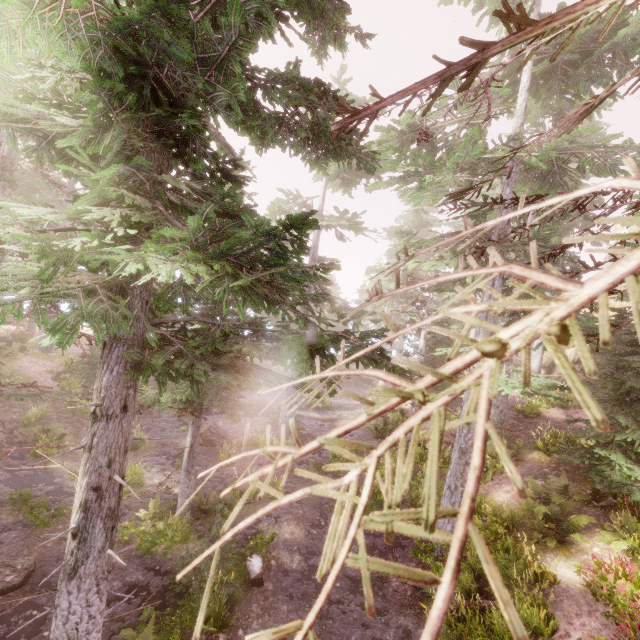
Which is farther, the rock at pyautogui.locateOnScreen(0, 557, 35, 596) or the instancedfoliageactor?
the rock at pyautogui.locateOnScreen(0, 557, 35, 596)

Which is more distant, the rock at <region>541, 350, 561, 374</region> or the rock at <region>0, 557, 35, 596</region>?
the rock at <region>541, 350, 561, 374</region>

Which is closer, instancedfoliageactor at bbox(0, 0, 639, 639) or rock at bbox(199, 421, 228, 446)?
instancedfoliageactor at bbox(0, 0, 639, 639)

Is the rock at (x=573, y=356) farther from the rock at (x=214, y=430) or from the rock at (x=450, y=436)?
the rock at (x=214, y=430)

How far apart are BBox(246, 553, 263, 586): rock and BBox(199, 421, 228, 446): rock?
7.2 meters

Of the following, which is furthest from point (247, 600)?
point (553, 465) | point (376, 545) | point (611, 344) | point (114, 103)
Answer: point (611, 344)

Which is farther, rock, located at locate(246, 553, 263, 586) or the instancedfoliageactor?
rock, located at locate(246, 553, 263, 586)

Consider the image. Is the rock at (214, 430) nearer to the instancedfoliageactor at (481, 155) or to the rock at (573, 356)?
the instancedfoliageactor at (481, 155)
